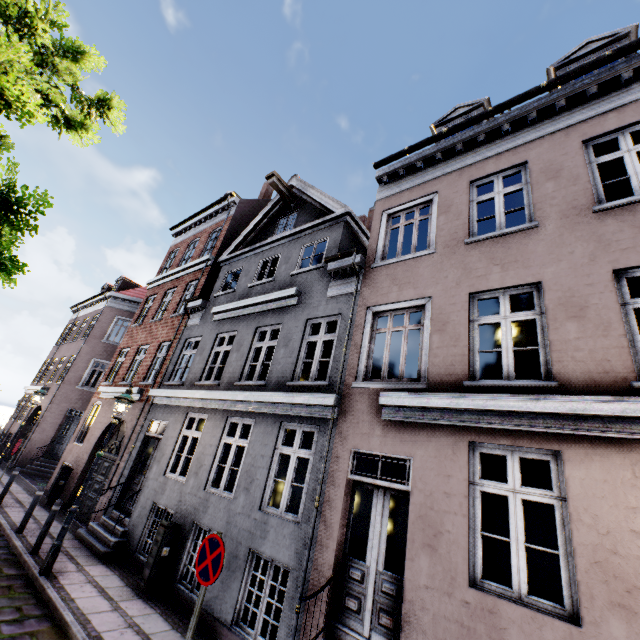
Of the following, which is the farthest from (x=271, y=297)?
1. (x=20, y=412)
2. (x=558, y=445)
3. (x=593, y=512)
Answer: (x=20, y=412)

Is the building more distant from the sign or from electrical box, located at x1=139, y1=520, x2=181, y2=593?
the sign

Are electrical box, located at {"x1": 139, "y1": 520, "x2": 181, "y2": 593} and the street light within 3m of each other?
yes

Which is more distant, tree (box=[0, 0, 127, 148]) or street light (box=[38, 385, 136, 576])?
street light (box=[38, 385, 136, 576])

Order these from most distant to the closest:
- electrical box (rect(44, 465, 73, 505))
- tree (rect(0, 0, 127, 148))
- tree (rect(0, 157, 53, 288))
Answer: electrical box (rect(44, 465, 73, 505)), tree (rect(0, 157, 53, 288)), tree (rect(0, 0, 127, 148))

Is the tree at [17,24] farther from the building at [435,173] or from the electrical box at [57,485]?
the electrical box at [57,485]

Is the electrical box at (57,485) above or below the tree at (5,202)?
below

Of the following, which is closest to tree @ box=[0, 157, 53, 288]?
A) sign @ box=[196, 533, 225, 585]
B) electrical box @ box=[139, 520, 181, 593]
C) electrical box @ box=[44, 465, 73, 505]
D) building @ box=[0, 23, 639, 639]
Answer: building @ box=[0, 23, 639, 639]
